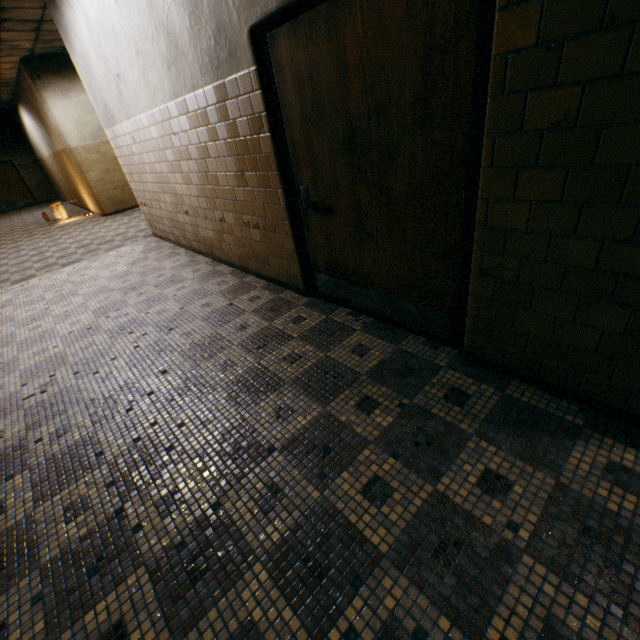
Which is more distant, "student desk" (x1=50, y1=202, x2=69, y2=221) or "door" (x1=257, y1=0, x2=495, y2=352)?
"student desk" (x1=50, y1=202, x2=69, y2=221)

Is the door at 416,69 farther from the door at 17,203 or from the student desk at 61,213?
the door at 17,203

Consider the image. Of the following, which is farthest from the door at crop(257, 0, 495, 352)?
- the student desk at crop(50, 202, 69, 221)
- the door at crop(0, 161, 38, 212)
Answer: Result: the door at crop(0, 161, 38, 212)

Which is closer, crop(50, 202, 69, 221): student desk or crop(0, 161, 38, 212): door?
crop(50, 202, 69, 221): student desk

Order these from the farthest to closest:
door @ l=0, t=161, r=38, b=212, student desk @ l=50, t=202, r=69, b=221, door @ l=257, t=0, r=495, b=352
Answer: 1. door @ l=0, t=161, r=38, b=212
2. student desk @ l=50, t=202, r=69, b=221
3. door @ l=257, t=0, r=495, b=352

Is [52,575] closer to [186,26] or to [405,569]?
[405,569]

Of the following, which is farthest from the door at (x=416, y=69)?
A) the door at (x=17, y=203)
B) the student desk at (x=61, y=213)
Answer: the door at (x=17, y=203)

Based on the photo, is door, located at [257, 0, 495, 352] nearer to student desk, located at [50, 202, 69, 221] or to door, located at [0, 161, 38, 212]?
student desk, located at [50, 202, 69, 221]
